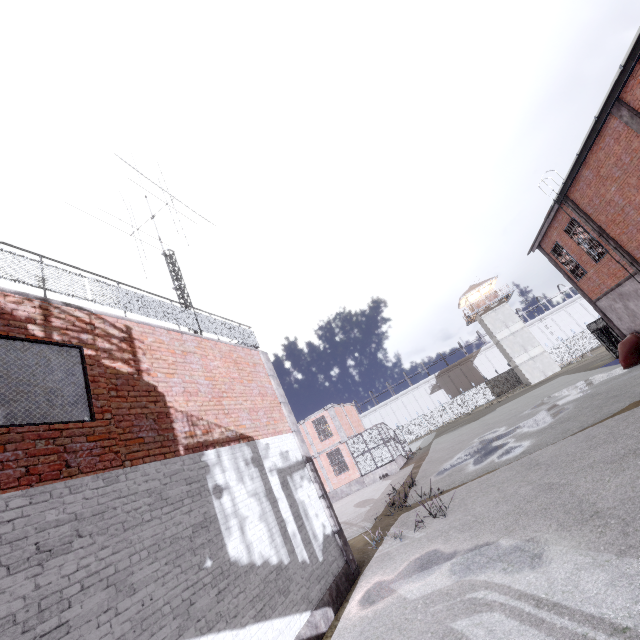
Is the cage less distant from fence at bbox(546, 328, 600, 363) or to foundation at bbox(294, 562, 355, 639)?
fence at bbox(546, 328, 600, 363)

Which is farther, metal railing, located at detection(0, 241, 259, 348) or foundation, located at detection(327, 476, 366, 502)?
foundation, located at detection(327, 476, 366, 502)

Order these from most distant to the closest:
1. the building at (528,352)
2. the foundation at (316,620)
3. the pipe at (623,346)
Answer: the building at (528,352), the pipe at (623,346), the foundation at (316,620)

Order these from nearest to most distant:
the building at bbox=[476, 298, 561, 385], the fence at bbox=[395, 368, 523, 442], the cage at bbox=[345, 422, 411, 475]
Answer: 1. the cage at bbox=[345, 422, 411, 475]
2. the building at bbox=[476, 298, 561, 385]
3. the fence at bbox=[395, 368, 523, 442]

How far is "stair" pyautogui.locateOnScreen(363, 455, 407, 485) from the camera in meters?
25.5

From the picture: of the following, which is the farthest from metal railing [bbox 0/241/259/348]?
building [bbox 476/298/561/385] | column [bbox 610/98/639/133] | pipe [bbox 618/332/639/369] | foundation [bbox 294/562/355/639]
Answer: building [bbox 476/298/561/385]

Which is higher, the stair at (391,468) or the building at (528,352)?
the building at (528,352)

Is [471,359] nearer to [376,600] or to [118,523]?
[376,600]
